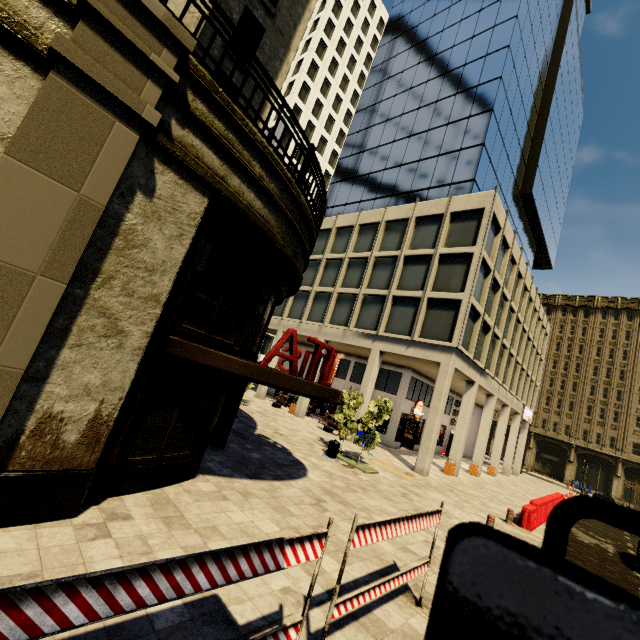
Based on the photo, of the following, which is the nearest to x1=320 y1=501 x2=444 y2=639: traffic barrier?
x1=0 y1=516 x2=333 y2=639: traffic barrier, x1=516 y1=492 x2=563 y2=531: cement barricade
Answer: x1=0 y1=516 x2=333 y2=639: traffic barrier

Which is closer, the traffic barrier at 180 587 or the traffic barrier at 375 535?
the traffic barrier at 180 587

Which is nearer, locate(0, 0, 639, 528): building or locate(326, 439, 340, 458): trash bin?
locate(0, 0, 639, 528): building

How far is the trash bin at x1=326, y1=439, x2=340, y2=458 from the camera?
Answer: 13.73m

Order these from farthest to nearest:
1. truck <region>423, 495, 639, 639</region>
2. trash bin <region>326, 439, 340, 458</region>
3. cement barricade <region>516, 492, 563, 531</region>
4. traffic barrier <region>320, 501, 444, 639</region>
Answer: trash bin <region>326, 439, 340, 458</region>
cement barricade <region>516, 492, 563, 531</region>
traffic barrier <region>320, 501, 444, 639</region>
truck <region>423, 495, 639, 639</region>

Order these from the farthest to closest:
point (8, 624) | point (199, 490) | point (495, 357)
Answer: point (495, 357)
point (199, 490)
point (8, 624)

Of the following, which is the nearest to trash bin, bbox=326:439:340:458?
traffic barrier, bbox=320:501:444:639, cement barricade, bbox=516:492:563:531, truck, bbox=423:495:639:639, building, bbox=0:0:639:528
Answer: building, bbox=0:0:639:528

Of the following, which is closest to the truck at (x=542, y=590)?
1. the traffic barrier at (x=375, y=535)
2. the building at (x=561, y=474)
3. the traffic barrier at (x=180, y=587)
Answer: the traffic barrier at (x=180, y=587)
